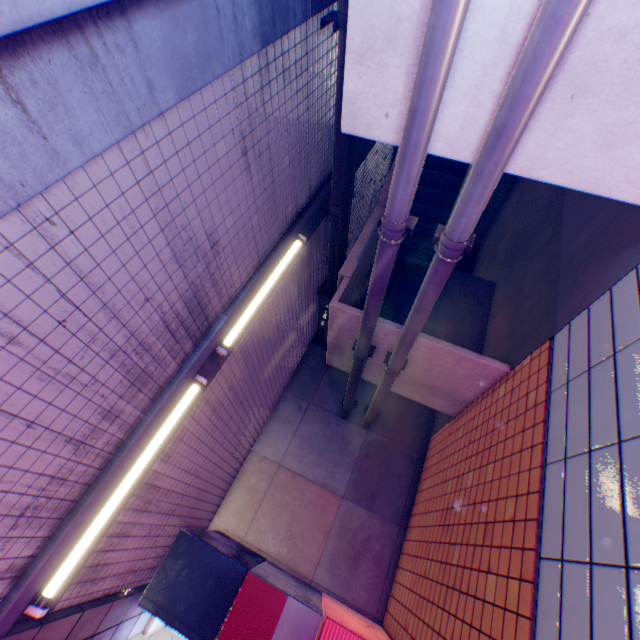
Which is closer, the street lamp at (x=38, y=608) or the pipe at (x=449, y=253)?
the pipe at (x=449, y=253)

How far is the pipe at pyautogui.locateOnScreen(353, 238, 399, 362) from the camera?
3.09m

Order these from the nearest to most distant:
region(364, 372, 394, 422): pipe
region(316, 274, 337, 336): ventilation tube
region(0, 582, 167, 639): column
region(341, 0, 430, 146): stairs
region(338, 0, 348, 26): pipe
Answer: region(341, 0, 430, 146): stairs < region(0, 582, 167, 639): column < region(338, 0, 348, 26): pipe < region(364, 372, 394, 422): pipe < region(316, 274, 337, 336): ventilation tube

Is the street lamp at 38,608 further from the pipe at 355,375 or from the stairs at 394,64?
the stairs at 394,64

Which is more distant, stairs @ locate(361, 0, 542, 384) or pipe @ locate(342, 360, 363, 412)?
pipe @ locate(342, 360, 363, 412)

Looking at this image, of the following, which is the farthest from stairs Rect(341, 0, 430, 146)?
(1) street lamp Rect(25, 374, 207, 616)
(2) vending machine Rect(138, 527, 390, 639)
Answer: (2) vending machine Rect(138, 527, 390, 639)

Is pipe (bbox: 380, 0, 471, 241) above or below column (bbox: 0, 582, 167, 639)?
above

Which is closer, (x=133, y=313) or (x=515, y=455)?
(x=133, y=313)
